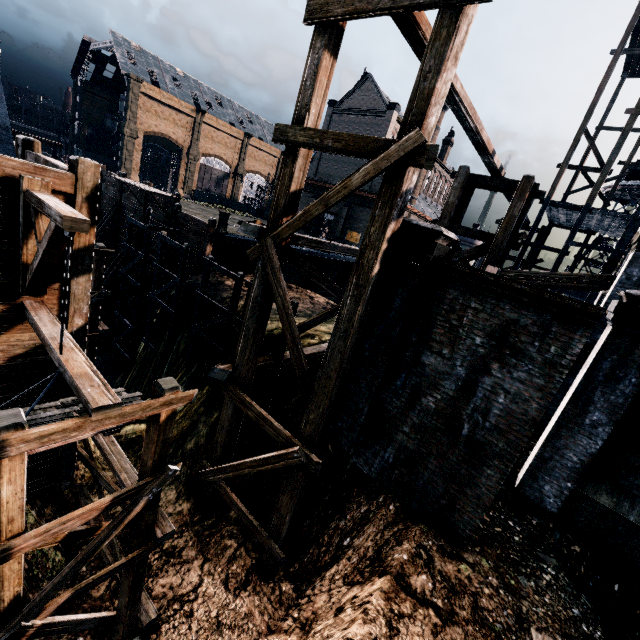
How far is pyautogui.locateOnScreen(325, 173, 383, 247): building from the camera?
41.3m

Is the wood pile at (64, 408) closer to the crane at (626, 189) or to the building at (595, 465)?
the building at (595, 465)

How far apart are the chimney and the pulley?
61.42m

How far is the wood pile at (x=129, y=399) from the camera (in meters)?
6.59

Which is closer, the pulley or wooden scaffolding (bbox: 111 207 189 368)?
the pulley

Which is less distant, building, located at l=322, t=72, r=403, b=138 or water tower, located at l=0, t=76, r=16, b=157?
water tower, located at l=0, t=76, r=16, b=157

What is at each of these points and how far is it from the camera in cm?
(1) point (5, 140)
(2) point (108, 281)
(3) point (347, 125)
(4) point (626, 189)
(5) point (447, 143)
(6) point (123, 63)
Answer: (1) water tower, 723
(2) wooden brace, 2714
(3) building, 4309
(4) crane, 3142
(5) chimney, 5534
(6) building, 5581

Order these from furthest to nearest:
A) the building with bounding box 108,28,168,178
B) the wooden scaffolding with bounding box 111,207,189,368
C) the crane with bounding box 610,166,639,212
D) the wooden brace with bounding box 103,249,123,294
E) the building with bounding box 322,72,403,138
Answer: the building with bounding box 108,28,168,178
the building with bounding box 322,72,403,138
the crane with bounding box 610,166,639,212
the wooden brace with bounding box 103,249,123,294
the wooden scaffolding with bounding box 111,207,189,368
